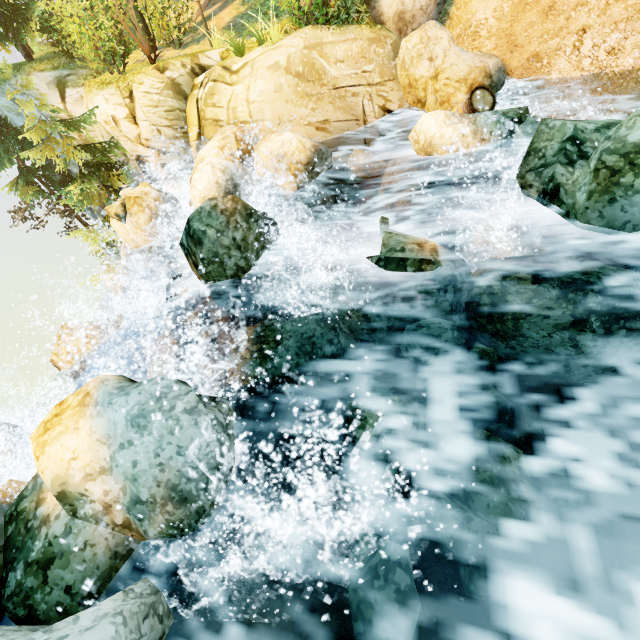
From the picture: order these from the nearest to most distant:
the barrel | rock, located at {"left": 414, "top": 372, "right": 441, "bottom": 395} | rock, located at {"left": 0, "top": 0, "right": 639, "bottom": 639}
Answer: rock, located at {"left": 0, "top": 0, "right": 639, "bottom": 639}, rock, located at {"left": 414, "top": 372, "right": 441, "bottom": 395}, the barrel

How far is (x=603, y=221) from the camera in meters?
4.2

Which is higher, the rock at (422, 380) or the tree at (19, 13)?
the tree at (19, 13)

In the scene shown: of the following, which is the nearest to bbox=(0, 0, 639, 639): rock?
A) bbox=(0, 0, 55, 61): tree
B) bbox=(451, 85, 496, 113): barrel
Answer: bbox=(451, 85, 496, 113): barrel

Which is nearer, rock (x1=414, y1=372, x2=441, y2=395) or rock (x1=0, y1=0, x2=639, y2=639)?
rock (x1=0, y1=0, x2=639, y2=639)

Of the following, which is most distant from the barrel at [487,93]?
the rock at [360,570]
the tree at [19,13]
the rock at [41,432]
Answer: the tree at [19,13]

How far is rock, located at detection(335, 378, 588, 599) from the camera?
3.06m

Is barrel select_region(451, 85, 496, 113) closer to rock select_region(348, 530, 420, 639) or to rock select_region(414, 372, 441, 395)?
rock select_region(414, 372, 441, 395)
